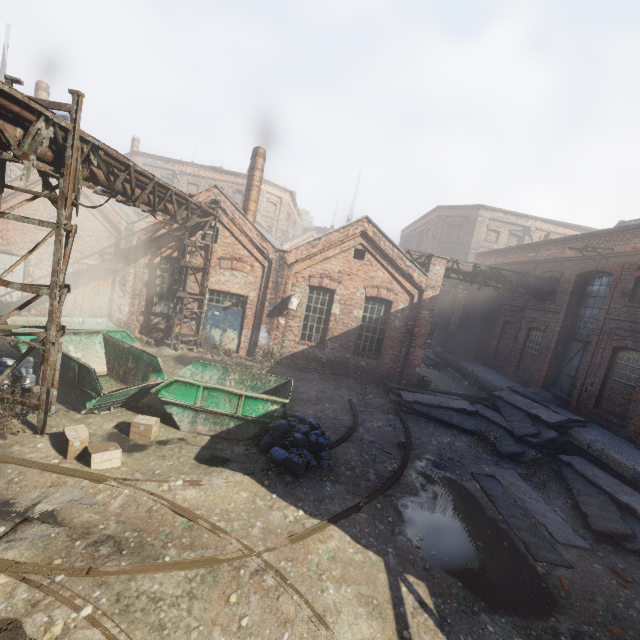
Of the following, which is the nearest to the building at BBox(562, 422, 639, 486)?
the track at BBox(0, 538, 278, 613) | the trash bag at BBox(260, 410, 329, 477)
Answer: the track at BBox(0, 538, 278, 613)

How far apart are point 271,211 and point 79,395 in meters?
32.3 m

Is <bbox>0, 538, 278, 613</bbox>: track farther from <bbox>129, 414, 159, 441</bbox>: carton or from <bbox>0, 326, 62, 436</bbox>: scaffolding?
<bbox>129, 414, 159, 441</bbox>: carton

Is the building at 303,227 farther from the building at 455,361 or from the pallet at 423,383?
the pallet at 423,383

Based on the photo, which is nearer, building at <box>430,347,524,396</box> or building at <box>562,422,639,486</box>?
building at <box>562,422,639,486</box>

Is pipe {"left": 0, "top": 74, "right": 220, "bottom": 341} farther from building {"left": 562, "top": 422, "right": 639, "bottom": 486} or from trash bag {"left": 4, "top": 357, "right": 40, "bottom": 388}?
building {"left": 562, "top": 422, "right": 639, "bottom": 486}

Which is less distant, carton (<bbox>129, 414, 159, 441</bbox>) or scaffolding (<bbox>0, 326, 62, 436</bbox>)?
scaffolding (<bbox>0, 326, 62, 436</bbox>)

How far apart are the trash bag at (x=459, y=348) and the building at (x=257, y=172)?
15.9m
